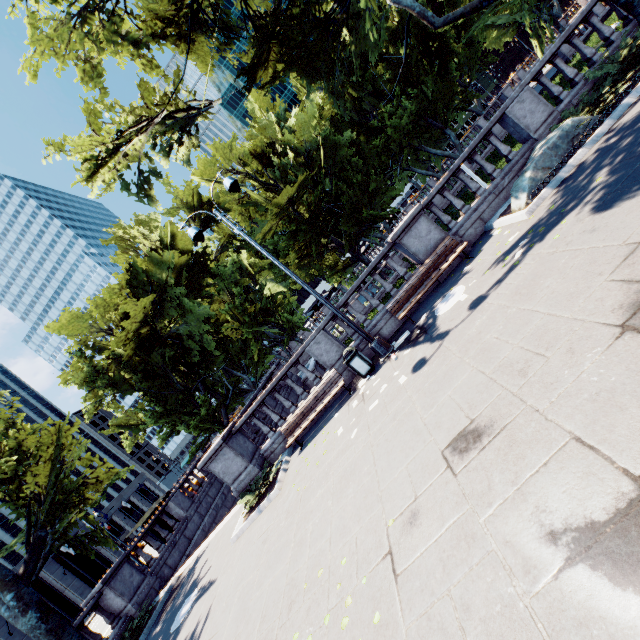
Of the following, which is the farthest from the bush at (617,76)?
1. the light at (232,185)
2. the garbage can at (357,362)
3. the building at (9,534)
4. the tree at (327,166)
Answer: the building at (9,534)

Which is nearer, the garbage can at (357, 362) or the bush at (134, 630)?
the garbage can at (357, 362)

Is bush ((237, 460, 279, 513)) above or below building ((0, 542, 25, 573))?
below

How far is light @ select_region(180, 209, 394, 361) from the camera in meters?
9.8

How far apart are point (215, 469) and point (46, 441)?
7.02m

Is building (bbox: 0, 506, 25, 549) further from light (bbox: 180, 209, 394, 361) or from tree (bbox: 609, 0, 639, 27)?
light (bbox: 180, 209, 394, 361)

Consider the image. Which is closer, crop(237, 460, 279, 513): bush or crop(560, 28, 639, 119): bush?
crop(560, 28, 639, 119): bush

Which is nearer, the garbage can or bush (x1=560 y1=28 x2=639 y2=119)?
bush (x1=560 y1=28 x2=639 y2=119)
